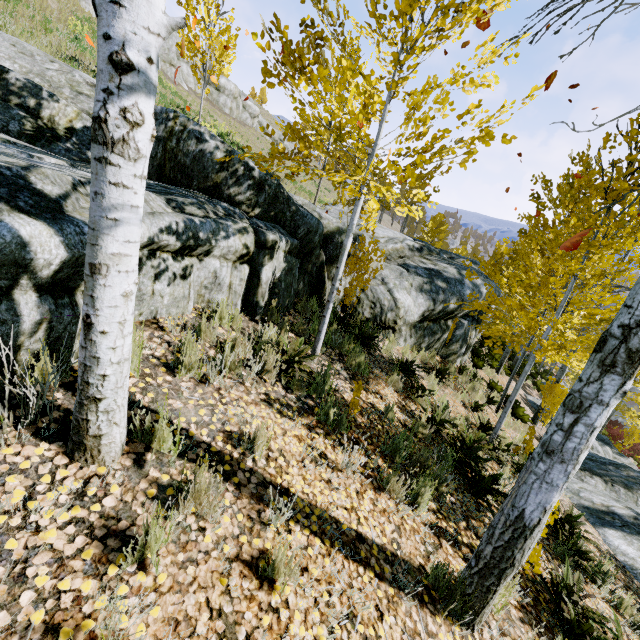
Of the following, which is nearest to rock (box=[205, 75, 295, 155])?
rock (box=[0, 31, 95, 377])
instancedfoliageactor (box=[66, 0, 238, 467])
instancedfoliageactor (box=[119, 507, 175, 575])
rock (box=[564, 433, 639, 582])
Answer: instancedfoliageactor (box=[66, 0, 238, 467])

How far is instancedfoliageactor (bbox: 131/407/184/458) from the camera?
2.3 meters

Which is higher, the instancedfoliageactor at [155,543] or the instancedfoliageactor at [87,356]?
the instancedfoliageactor at [87,356]

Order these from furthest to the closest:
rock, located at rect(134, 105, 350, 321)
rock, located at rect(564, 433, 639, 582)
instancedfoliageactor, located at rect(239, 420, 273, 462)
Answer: rock, located at rect(564, 433, 639, 582), rock, located at rect(134, 105, 350, 321), instancedfoliageactor, located at rect(239, 420, 273, 462)

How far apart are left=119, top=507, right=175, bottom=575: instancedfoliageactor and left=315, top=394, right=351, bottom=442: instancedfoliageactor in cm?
211

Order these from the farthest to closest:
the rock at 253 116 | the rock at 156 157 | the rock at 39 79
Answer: the rock at 253 116 → the rock at 156 157 → the rock at 39 79

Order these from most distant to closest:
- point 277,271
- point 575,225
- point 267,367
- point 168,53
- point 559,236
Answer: point 168,53
point 559,236
point 277,271
point 575,225
point 267,367

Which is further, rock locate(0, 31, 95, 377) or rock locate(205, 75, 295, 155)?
rock locate(205, 75, 295, 155)
